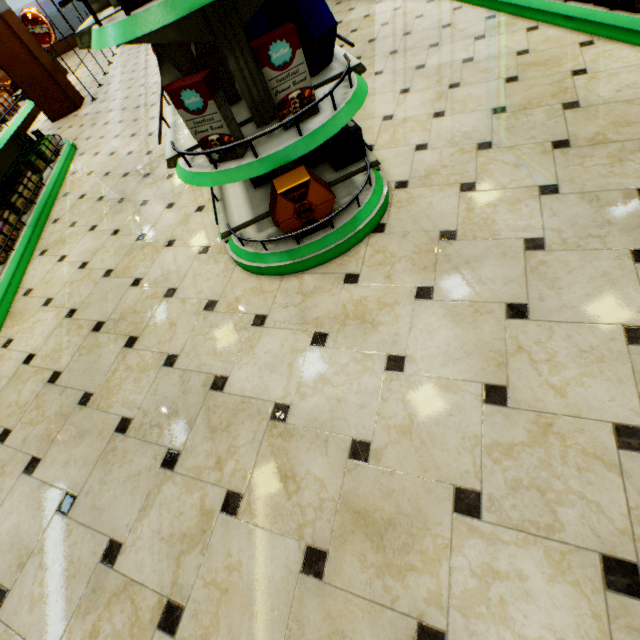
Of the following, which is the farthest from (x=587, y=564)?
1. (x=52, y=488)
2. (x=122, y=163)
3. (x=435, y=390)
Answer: (x=122, y=163)

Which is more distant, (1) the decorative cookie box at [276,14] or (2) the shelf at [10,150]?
(2) the shelf at [10,150]

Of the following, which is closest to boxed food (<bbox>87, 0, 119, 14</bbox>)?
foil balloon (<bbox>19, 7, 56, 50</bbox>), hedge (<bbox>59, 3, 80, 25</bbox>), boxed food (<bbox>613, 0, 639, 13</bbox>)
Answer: boxed food (<bbox>613, 0, 639, 13</bbox>)

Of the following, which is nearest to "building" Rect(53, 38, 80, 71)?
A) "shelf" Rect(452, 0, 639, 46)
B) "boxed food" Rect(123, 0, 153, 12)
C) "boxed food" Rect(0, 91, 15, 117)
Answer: "shelf" Rect(452, 0, 639, 46)

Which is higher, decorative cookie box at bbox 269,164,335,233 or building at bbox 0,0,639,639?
decorative cookie box at bbox 269,164,335,233

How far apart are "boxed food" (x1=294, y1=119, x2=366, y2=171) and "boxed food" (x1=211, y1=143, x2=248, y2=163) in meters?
0.8 m

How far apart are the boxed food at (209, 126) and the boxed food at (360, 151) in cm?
76

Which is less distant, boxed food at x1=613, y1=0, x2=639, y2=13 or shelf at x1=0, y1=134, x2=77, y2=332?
boxed food at x1=613, y1=0, x2=639, y2=13
